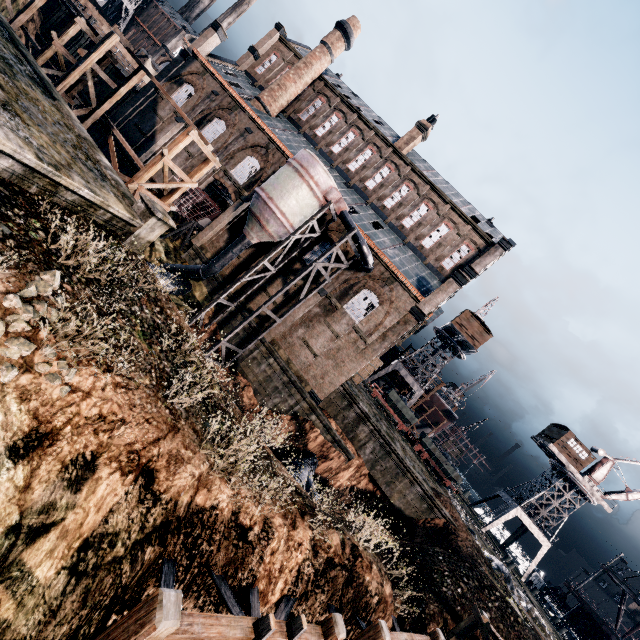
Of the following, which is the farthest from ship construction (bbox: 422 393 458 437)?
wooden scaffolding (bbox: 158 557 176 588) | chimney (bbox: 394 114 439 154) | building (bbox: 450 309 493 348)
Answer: wooden scaffolding (bbox: 158 557 176 588)

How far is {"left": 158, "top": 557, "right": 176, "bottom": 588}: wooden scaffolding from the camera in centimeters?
780cm

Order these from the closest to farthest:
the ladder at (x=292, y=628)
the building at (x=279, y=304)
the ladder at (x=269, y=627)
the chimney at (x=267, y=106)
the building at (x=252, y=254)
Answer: the ladder at (x=269, y=627), the ladder at (x=292, y=628), the building at (x=279, y=304), the building at (x=252, y=254), the chimney at (x=267, y=106)

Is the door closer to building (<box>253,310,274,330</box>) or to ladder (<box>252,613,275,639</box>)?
building (<box>253,310,274,330</box>)

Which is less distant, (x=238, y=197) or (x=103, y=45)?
(x=103, y=45)

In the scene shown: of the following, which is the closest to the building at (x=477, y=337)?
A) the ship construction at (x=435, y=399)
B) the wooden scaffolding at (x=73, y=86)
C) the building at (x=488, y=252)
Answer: the building at (x=488, y=252)

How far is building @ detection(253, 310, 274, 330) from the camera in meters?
29.0
